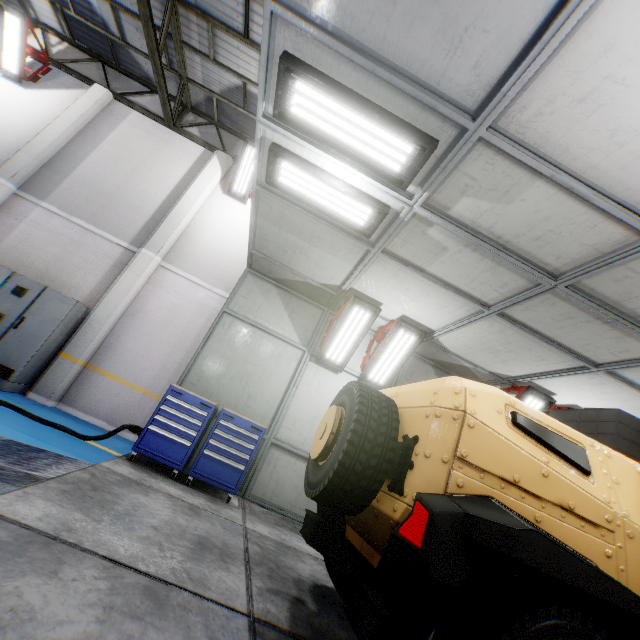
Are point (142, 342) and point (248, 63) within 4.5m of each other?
no

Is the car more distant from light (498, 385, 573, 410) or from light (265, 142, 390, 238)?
light (498, 385, 573, 410)

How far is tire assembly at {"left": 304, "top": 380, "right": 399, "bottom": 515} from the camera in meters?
2.2

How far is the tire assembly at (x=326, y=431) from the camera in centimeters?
224cm

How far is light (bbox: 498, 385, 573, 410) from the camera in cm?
637

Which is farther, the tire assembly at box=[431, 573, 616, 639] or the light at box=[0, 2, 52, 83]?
the light at box=[0, 2, 52, 83]

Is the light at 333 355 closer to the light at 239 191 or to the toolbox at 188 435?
the toolbox at 188 435

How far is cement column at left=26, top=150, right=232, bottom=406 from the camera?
6.99m
